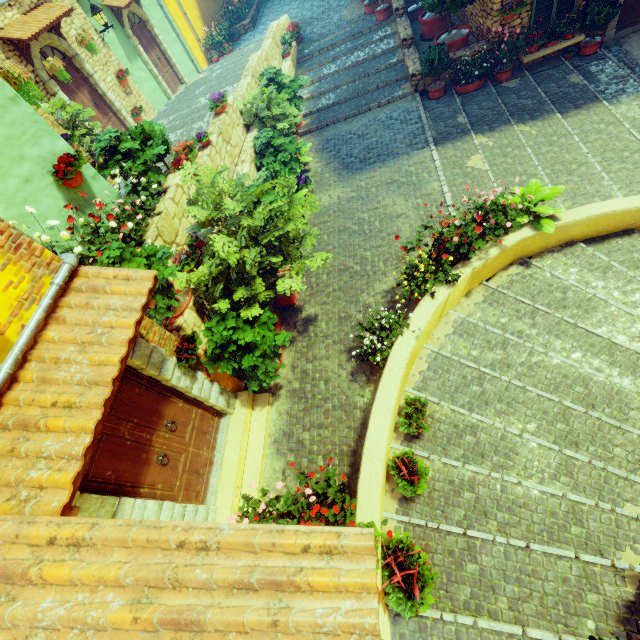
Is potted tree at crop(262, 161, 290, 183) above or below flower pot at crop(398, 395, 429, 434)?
above

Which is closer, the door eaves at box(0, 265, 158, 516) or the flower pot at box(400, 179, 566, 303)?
the door eaves at box(0, 265, 158, 516)

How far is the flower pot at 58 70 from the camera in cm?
804

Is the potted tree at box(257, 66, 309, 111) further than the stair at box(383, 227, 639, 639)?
Yes

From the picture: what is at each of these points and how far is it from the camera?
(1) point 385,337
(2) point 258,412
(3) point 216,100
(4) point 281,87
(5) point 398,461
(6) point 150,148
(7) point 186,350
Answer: (1) flower pot, 5.5m
(2) stair, 6.1m
(3) flower pot, 8.3m
(4) potted tree, 10.6m
(5) flower pot, 4.5m
(6) flower pot, 6.2m
(7) flower pot, 5.0m

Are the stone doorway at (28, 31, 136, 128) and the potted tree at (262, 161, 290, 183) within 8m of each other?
yes

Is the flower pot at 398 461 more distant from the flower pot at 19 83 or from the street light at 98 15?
the street light at 98 15

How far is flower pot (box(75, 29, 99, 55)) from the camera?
9.03m
